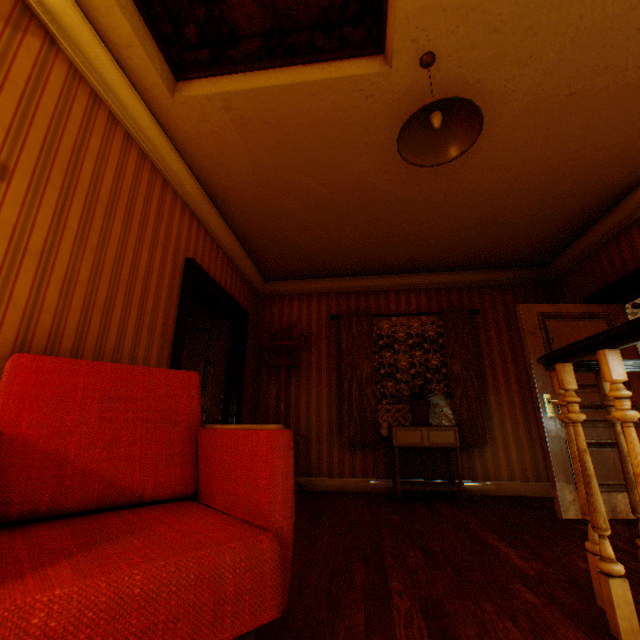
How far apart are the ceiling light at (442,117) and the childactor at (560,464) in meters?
2.5 m

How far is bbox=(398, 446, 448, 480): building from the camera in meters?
4.4 m

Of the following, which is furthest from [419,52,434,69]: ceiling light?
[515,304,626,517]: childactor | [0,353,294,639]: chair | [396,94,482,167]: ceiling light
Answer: [515,304,626,517]: childactor

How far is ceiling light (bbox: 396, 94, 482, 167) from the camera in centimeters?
184cm

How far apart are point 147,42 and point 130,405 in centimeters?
229cm

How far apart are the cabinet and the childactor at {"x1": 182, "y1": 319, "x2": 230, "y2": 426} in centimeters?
216cm

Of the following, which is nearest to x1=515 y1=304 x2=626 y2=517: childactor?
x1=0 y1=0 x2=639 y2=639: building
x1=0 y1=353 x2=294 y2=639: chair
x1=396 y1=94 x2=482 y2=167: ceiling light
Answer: x1=0 y1=0 x2=639 y2=639: building

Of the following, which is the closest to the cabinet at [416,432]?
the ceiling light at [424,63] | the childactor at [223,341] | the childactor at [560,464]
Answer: the childactor at [560,464]
